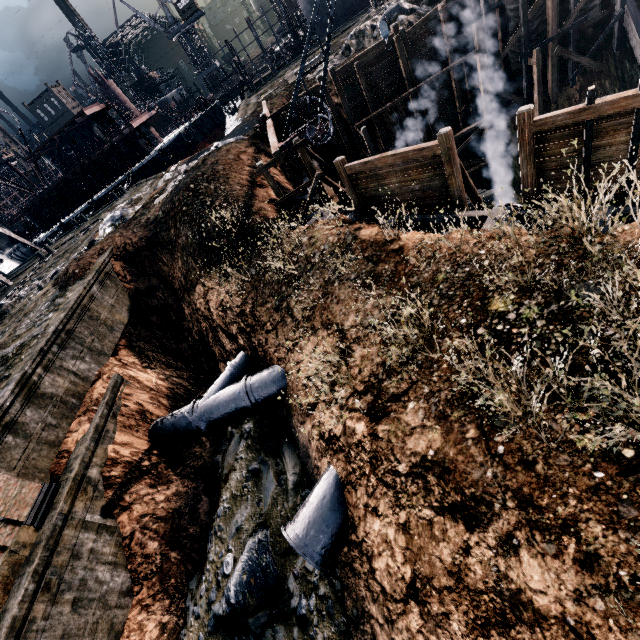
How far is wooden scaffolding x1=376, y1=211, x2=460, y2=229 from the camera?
12.7 meters

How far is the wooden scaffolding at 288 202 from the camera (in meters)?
15.95

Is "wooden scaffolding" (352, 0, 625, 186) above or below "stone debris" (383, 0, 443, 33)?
below

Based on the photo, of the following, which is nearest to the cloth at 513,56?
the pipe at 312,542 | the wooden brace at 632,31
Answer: the wooden brace at 632,31

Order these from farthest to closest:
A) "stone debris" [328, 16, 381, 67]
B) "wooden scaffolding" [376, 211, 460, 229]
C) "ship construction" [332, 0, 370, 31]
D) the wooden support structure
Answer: "ship construction" [332, 0, 370, 31] → "stone debris" [328, 16, 381, 67] → the wooden support structure → "wooden scaffolding" [376, 211, 460, 229]

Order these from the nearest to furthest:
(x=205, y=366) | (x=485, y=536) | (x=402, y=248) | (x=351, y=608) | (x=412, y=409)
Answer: (x=485, y=536) → (x=412, y=409) → (x=351, y=608) → (x=402, y=248) → (x=205, y=366)

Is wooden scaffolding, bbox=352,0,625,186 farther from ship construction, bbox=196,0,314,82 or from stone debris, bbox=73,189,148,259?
ship construction, bbox=196,0,314,82

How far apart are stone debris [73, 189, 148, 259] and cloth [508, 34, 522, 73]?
27.65m
